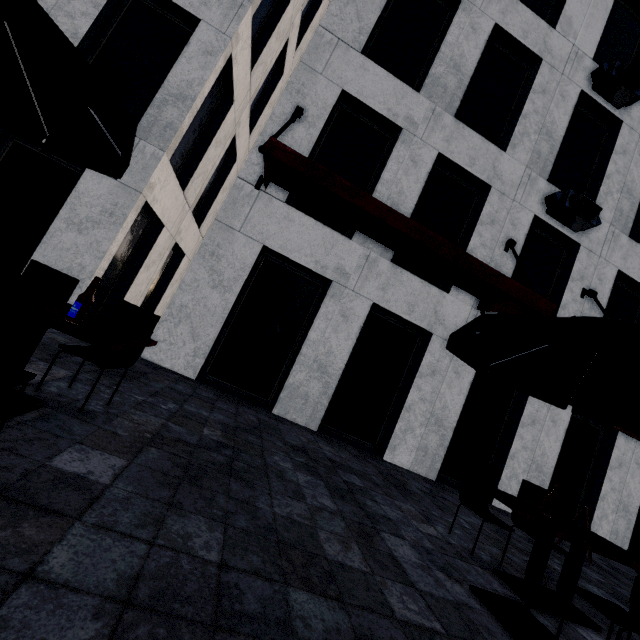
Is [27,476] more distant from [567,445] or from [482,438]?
[567,445]

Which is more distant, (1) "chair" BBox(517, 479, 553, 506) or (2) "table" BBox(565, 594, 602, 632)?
(1) "chair" BBox(517, 479, 553, 506)

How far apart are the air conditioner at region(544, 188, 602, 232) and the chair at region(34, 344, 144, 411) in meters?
9.2 m

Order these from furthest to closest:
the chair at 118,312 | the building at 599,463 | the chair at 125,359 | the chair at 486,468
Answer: the building at 599,463, the chair at 486,468, the chair at 118,312, the chair at 125,359

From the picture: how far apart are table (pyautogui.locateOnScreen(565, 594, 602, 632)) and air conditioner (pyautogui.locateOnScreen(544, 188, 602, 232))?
7.25m

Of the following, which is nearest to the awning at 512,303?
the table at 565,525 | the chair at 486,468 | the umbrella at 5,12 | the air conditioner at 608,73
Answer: → the umbrella at 5,12

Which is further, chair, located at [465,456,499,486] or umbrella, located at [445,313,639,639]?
chair, located at [465,456,499,486]

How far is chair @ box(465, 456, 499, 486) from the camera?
4.6 meters
